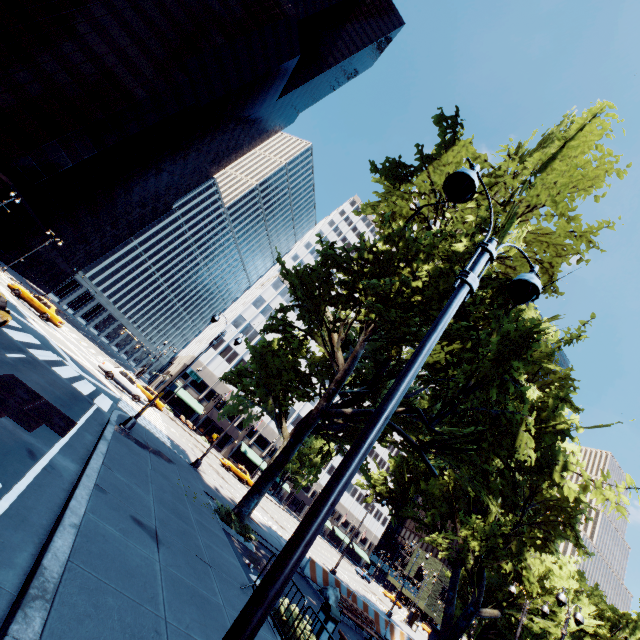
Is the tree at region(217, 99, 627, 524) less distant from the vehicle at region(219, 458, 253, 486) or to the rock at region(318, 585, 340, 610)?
the rock at region(318, 585, 340, 610)

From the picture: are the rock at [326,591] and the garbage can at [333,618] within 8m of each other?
yes

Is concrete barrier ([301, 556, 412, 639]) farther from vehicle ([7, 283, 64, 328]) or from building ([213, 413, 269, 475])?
building ([213, 413, 269, 475])

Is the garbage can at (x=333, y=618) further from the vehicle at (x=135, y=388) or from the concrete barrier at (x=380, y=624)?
the vehicle at (x=135, y=388)

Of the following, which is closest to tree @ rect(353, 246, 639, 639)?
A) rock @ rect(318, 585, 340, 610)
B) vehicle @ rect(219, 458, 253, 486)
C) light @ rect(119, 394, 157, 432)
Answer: light @ rect(119, 394, 157, 432)

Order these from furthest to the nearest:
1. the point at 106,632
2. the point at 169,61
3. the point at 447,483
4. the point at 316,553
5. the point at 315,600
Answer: the point at 169,61
the point at 316,553
the point at 447,483
the point at 315,600
the point at 106,632

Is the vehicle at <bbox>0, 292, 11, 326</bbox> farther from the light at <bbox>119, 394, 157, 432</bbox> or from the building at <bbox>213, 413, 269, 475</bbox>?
the building at <bbox>213, 413, 269, 475</bbox>

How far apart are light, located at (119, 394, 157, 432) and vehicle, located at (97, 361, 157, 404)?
14.1m
